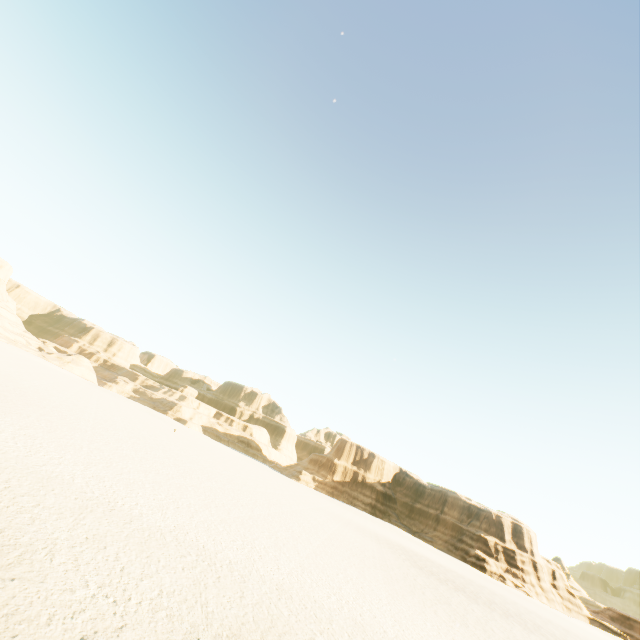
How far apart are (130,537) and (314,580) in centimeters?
685cm
